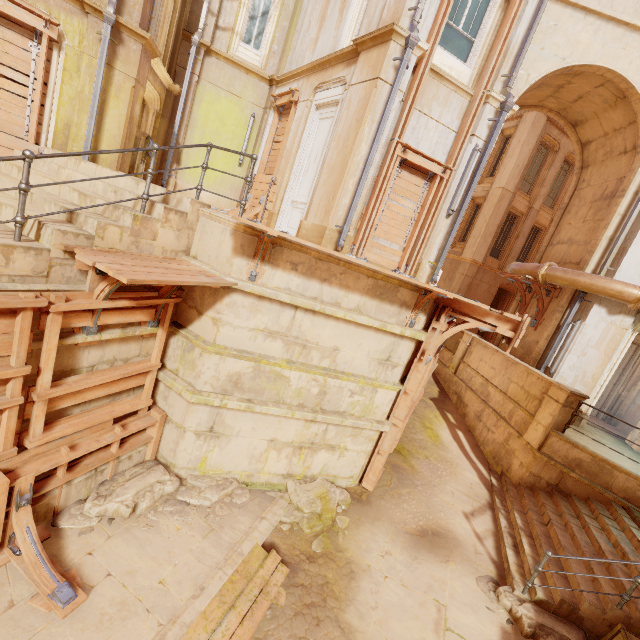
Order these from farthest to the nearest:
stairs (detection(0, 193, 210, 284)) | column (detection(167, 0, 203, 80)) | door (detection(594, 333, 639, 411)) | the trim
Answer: door (detection(594, 333, 639, 411)) → column (detection(167, 0, 203, 80)) → the trim → stairs (detection(0, 193, 210, 284))

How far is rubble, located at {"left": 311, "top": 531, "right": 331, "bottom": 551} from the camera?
6.03m

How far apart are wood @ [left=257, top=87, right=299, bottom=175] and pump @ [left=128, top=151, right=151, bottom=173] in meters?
3.1 m

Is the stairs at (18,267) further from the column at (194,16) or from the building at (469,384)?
the building at (469,384)

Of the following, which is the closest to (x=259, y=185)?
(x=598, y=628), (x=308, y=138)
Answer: (x=308, y=138)

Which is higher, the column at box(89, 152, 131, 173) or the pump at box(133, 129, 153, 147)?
the pump at box(133, 129, 153, 147)

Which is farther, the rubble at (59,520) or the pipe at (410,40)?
the pipe at (410,40)

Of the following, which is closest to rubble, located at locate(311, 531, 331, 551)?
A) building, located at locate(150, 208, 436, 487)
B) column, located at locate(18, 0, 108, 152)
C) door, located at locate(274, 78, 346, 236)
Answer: building, located at locate(150, 208, 436, 487)
